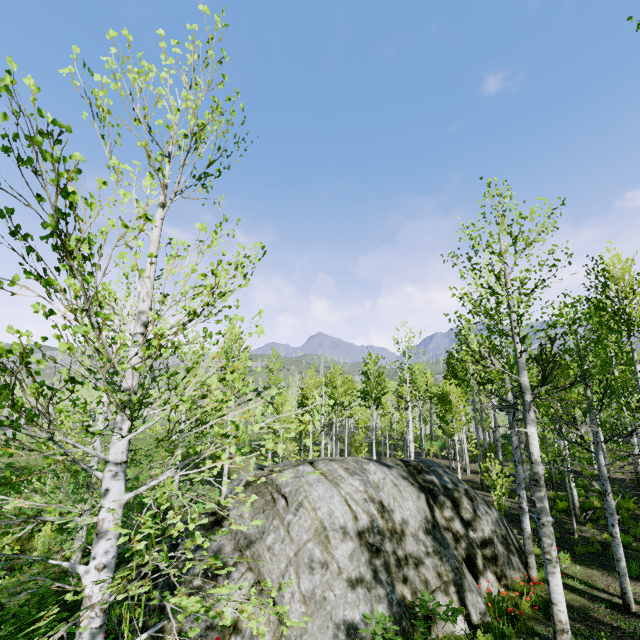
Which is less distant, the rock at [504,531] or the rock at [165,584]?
the rock at [504,531]

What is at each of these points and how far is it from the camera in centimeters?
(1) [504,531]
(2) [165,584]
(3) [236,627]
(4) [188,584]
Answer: (1) rock, 980cm
(2) rock, 741cm
(3) rock, 664cm
(4) rock, 733cm

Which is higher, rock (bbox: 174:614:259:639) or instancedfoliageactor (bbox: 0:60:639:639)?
instancedfoliageactor (bbox: 0:60:639:639)

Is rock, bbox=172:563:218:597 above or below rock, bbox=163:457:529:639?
above

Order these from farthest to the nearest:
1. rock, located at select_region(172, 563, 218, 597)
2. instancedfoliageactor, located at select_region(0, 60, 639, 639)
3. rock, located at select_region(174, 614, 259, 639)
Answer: rock, located at select_region(172, 563, 218, 597) → rock, located at select_region(174, 614, 259, 639) → instancedfoliageactor, located at select_region(0, 60, 639, 639)

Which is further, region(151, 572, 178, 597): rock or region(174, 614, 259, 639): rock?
region(151, 572, 178, 597): rock

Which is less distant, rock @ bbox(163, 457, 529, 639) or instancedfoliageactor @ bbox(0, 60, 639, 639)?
instancedfoliageactor @ bbox(0, 60, 639, 639)

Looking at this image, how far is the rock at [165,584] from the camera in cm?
730
